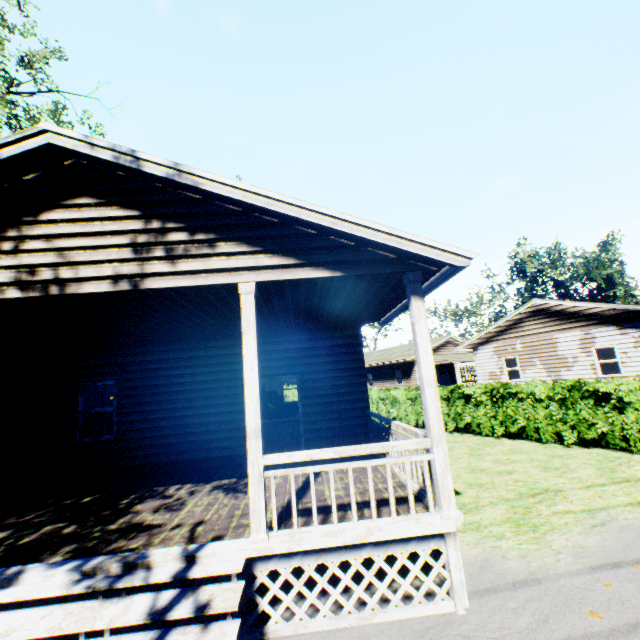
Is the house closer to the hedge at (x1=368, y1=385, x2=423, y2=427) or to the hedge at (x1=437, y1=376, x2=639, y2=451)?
the hedge at (x1=368, y1=385, x2=423, y2=427)

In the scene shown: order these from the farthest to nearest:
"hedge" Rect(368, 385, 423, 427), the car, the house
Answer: the car → "hedge" Rect(368, 385, 423, 427) → the house

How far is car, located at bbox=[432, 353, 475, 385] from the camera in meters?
27.6 m

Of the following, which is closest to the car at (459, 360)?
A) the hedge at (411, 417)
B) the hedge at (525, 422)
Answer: the hedge at (411, 417)

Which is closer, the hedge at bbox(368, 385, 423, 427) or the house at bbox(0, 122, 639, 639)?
the house at bbox(0, 122, 639, 639)

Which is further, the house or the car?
the car

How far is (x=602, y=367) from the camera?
24.6m

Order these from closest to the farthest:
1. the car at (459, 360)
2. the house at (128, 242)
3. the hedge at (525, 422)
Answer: the house at (128, 242) → the hedge at (525, 422) → the car at (459, 360)
